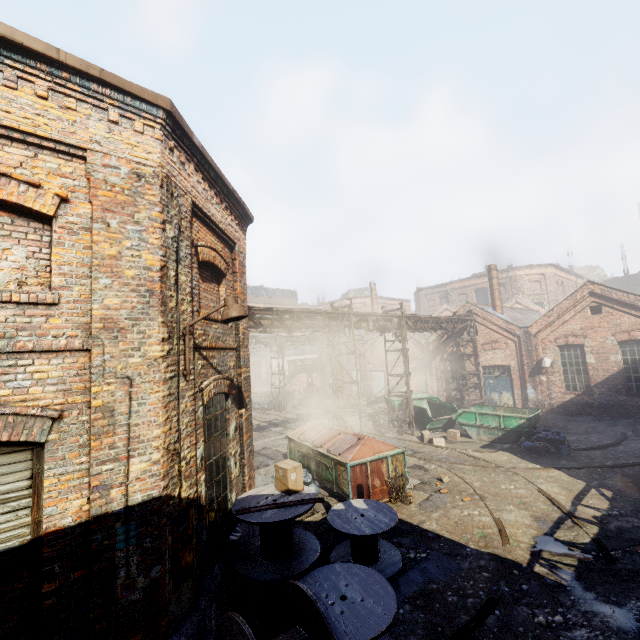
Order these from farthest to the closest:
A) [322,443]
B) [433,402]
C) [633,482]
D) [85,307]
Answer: [433,402], [322,443], [633,482], [85,307]

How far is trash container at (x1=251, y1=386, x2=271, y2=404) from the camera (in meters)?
30.53

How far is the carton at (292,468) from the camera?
6.2m

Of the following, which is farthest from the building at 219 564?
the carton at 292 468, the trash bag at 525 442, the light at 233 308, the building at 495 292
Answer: the building at 495 292

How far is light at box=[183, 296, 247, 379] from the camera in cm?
498

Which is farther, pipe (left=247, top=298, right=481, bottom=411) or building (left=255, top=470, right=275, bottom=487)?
pipe (left=247, top=298, right=481, bottom=411)

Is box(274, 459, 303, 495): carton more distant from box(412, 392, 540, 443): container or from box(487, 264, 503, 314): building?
box(487, 264, 503, 314): building

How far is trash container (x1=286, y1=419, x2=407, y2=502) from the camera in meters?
9.4 m
